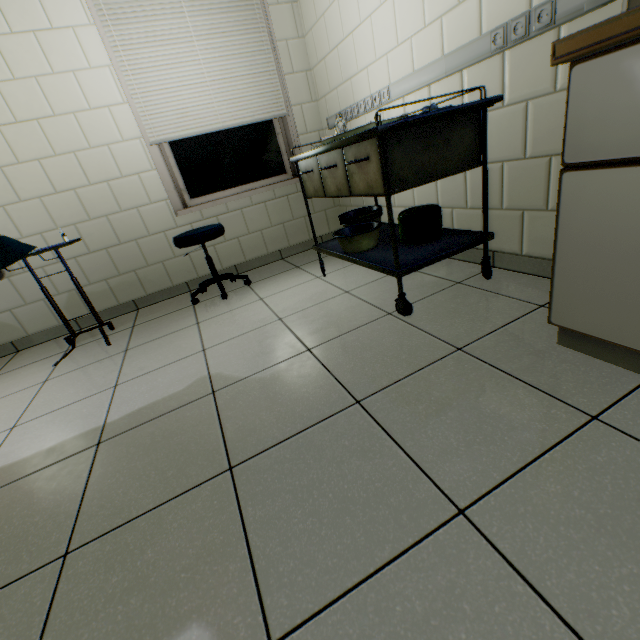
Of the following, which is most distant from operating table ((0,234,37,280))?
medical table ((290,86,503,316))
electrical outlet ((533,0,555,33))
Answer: electrical outlet ((533,0,555,33))

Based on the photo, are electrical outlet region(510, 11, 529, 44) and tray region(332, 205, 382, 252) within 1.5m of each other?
yes

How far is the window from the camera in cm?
296

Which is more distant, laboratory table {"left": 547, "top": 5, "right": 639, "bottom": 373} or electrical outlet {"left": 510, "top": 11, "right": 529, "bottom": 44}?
electrical outlet {"left": 510, "top": 11, "right": 529, "bottom": 44}

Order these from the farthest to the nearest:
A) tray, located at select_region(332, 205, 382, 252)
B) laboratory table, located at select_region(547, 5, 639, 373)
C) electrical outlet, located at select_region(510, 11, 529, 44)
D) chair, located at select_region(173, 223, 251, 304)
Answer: chair, located at select_region(173, 223, 251, 304)
tray, located at select_region(332, 205, 382, 252)
electrical outlet, located at select_region(510, 11, 529, 44)
laboratory table, located at select_region(547, 5, 639, 373)

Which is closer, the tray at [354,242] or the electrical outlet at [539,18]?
the electrical outlet at [539,18]

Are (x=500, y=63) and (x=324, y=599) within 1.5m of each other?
no

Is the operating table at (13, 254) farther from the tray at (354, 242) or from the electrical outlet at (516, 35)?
the electrical outlet at (516, 35)
